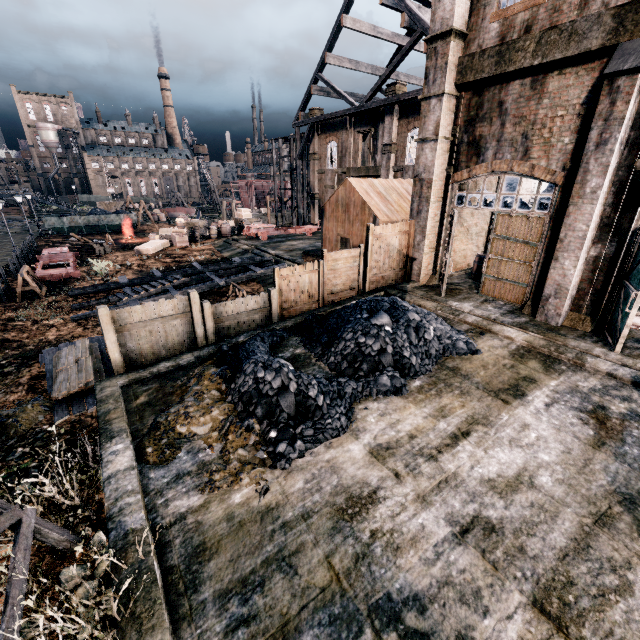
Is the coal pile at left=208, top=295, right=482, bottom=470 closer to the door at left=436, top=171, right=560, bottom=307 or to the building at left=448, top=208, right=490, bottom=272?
the door at left=436, top=171, right=560, bottom=307

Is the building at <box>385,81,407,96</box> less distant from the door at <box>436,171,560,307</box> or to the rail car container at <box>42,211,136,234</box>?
the door at <box>436,171,560,307</box>

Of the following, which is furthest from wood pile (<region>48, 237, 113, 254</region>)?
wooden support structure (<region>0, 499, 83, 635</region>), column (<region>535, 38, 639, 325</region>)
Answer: column (<region>535, 38, 639, 325</region>)

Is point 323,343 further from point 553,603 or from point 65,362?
point 65,362

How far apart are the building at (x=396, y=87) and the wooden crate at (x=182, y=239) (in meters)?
22.65

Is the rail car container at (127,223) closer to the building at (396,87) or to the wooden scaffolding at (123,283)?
the wooden scaffolding at (123,283)

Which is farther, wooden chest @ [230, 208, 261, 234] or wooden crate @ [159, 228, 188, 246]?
wooden chest @ [230, 208, 261, 234]

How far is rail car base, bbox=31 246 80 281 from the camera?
22.7 meters
